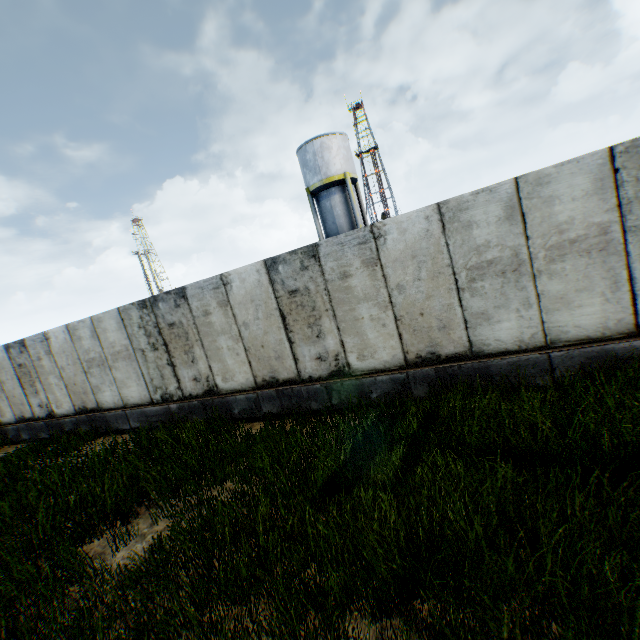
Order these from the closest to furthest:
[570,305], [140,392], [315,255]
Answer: [570,305] < [315,255] < [140,392]

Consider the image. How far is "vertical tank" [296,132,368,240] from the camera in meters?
23.1

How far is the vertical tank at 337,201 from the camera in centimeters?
2306cm
